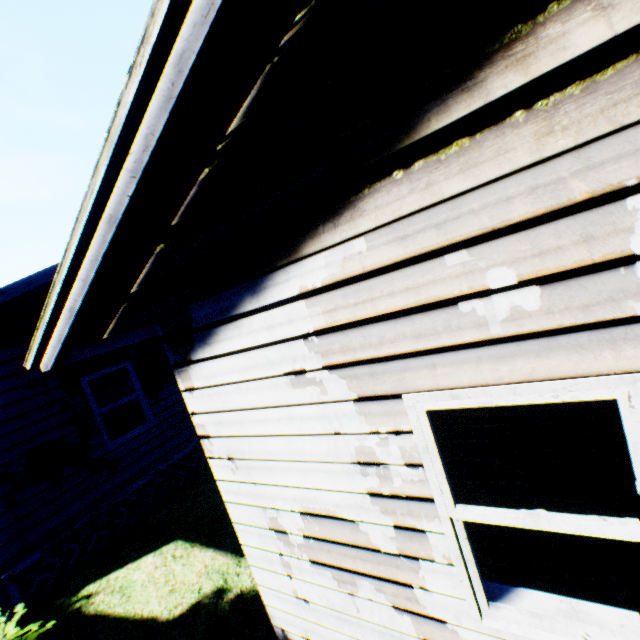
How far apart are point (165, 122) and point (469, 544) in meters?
2.9 m
